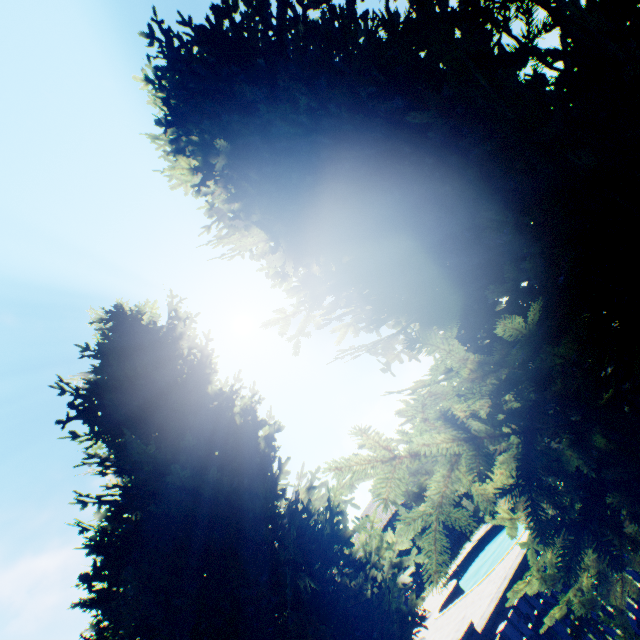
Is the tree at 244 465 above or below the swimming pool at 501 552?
above

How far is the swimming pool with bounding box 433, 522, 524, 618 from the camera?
14.7 meters

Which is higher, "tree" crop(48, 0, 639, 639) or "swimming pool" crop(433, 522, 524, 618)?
"tree" crop(48, 0, 639, 639)

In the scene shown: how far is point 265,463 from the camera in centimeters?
623cm

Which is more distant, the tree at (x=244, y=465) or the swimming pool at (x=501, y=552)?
the swimming pool at (x=501, y=552)

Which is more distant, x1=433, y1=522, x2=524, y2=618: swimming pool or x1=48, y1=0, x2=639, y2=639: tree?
x1=433, y1=522, x2=524, y2=618: swimming pool
